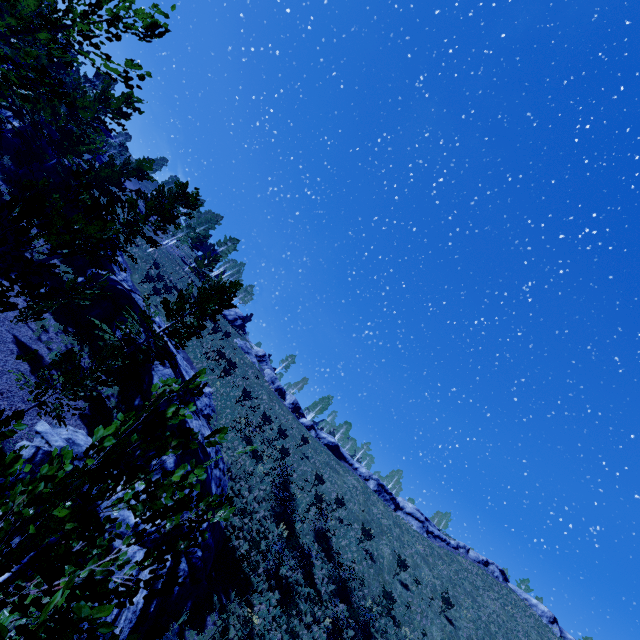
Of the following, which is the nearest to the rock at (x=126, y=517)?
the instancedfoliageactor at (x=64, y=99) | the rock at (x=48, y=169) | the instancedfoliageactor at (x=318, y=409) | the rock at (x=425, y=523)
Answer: the rock at (x=48, y=169)

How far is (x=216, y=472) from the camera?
19.0 meters

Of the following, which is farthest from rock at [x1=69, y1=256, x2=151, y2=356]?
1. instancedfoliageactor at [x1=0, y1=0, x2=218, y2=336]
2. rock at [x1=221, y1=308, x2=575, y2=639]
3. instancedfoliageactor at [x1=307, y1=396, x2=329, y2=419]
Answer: instancedfoliageactor at [x1=307, y1=396, x2=329, y2=419]

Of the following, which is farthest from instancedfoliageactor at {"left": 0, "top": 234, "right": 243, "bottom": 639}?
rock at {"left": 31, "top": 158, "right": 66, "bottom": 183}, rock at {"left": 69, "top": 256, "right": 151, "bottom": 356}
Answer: rock at {"left": 69, "top": 256, "right": 151, "bottom": 356}

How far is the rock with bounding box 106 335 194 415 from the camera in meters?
17.6

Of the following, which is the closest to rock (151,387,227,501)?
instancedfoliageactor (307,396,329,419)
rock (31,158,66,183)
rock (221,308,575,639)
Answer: rock (31,158,66,183)

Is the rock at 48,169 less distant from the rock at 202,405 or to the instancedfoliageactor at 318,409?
the rock at 202,405
